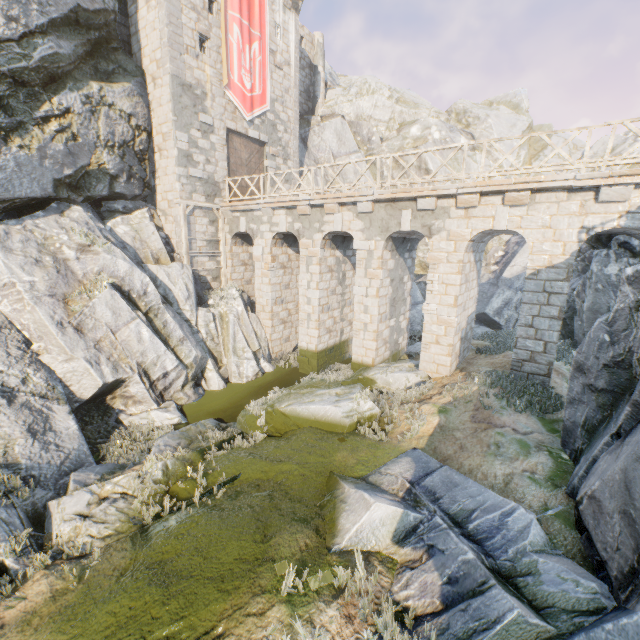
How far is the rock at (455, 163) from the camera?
26.47m

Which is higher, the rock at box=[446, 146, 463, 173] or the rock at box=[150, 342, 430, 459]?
the rock at box=[446, 146, 463, 173]

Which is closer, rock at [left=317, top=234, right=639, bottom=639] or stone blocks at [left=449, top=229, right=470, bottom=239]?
rock at [left=317, top=234, right=639, bottom=639]

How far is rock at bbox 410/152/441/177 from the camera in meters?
26.2

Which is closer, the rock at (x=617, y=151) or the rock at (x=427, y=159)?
the rock at (x=617, y=151)

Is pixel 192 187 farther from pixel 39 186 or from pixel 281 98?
pixel 281 98

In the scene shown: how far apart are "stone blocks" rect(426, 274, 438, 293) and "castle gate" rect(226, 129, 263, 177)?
11.93m

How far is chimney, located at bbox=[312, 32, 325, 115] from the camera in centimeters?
2569cm
